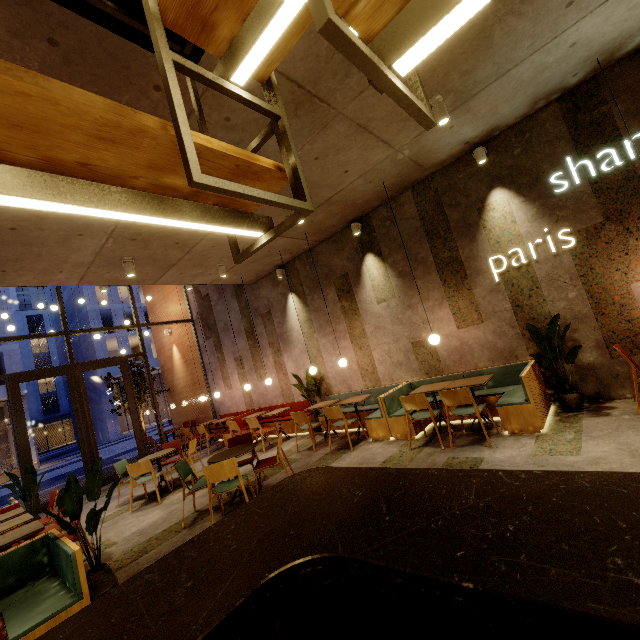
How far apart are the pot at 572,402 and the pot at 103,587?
6.2 meters

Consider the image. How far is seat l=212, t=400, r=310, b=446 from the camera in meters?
8.8 m

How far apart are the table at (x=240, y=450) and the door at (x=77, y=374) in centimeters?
632cm

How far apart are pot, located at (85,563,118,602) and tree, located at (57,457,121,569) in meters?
0.1 m

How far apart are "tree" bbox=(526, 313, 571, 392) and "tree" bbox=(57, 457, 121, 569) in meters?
5.8 m

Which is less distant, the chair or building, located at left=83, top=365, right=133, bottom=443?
the chair

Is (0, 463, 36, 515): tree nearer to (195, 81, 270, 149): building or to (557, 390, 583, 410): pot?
(195, 81, 270, 149): building

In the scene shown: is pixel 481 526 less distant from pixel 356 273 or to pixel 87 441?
pixel 356 273
